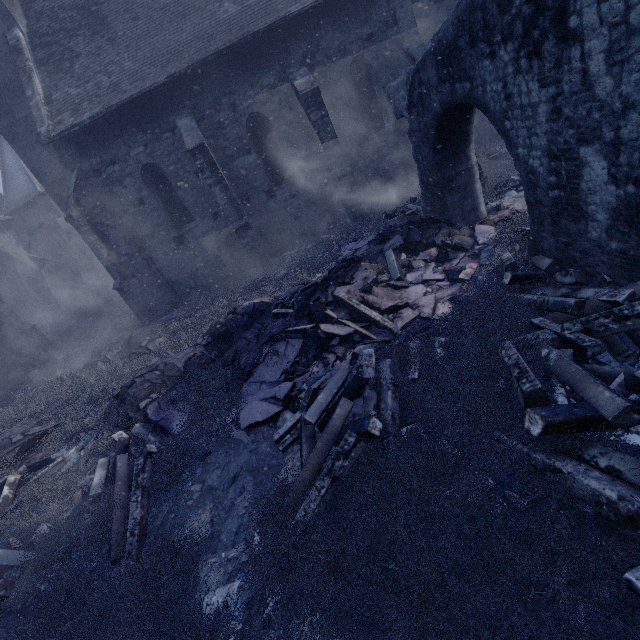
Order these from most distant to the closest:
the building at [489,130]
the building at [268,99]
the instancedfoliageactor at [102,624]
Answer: the building at [489,130] → the building at [268,99] → the instancedfoliageactor at [102,624]

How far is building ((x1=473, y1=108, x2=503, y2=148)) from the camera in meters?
13.5

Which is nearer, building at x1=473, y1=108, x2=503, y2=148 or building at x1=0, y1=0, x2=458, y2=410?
building at x1=0, y1=0, x2=458, y2=410

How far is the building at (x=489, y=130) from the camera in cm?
1353

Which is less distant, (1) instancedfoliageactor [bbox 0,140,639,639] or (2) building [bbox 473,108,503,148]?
(1) instancedfoliageactor [bbox 0,140,639,639]

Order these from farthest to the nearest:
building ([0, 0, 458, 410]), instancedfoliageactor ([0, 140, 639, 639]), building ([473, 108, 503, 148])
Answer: building ([473, 108, 503, 148]), building ([0, 0, 458, 410]), instancedfoliageactor ([0, 140, 639, 639])

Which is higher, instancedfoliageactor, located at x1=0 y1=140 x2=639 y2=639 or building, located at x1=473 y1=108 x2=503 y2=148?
building, located at x1=473 y1=108 x2=503 y2=148

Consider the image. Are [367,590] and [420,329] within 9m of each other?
yes
